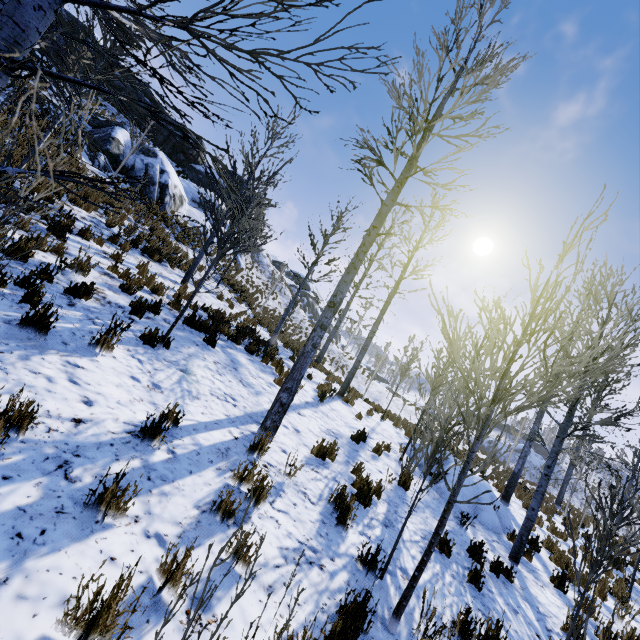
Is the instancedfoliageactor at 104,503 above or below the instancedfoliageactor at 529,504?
below

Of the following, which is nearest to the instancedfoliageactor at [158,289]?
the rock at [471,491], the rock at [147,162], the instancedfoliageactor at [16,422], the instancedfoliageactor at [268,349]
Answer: the rock at [471,491]

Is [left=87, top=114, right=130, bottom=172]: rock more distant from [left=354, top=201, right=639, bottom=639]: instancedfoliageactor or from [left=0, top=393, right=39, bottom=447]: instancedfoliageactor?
[left=0, top=393, right=39, bottom=447]: instancedfoliageactor

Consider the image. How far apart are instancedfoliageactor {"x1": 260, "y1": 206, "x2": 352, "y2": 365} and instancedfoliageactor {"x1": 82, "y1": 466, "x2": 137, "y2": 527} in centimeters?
765cm

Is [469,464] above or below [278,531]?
above

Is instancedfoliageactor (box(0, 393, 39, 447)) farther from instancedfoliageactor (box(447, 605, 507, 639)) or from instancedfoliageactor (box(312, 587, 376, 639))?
instancedfoliageactor (box(447, 605, 507, 639))

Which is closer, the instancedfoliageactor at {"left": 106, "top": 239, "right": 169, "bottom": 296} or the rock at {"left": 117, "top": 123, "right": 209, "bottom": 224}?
the instancedfoliageactor at {"left": 106, "top": 239, "right": 169, "bottom": 296}

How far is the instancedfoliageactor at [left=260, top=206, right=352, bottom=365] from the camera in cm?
1041
